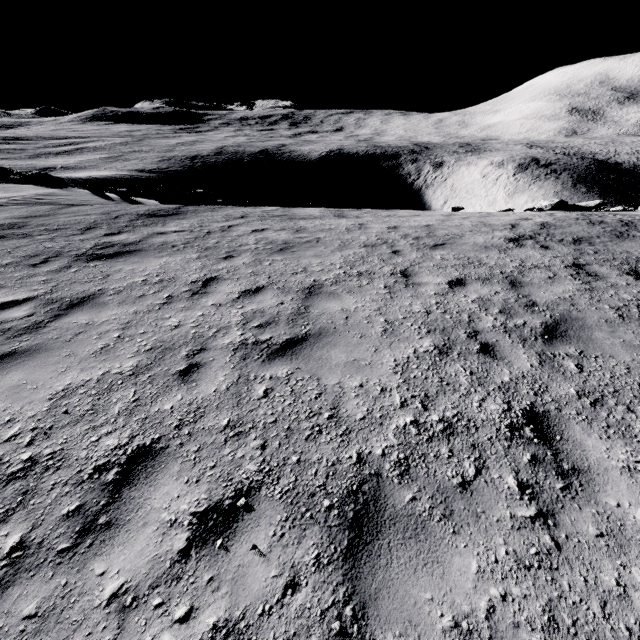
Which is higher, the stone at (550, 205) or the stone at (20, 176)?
the stone at (20, 176)

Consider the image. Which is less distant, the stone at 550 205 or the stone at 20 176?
the stone at 550 205

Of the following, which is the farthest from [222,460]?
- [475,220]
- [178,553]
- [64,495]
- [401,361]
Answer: [475,220]

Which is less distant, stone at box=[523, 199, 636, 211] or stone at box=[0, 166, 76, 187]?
stone at box=[523, 199, 636, 211]

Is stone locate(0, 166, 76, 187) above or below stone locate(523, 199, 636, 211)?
above
